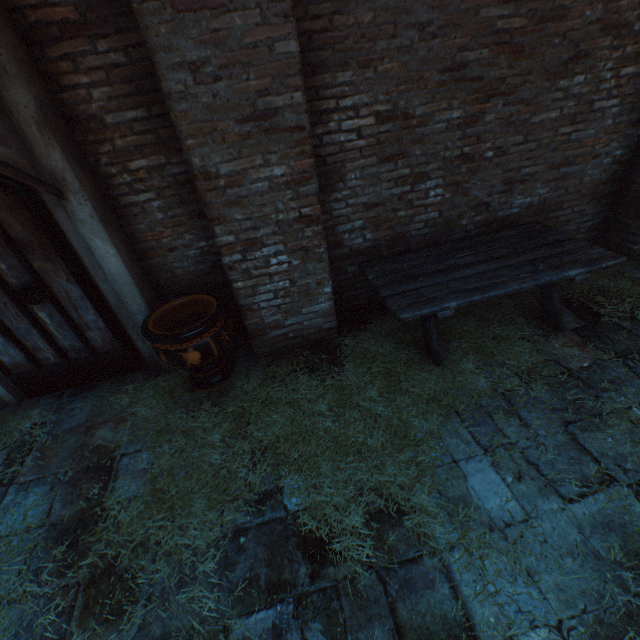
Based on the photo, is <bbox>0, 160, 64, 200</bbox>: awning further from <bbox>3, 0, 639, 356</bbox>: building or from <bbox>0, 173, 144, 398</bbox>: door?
<bbox>3, 0, 639, 356</bbox>: building

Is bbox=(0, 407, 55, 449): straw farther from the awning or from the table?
the awning

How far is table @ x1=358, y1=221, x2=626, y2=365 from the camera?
2.9 meters

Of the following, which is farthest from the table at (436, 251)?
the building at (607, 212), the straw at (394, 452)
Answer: the building at (607, 212)

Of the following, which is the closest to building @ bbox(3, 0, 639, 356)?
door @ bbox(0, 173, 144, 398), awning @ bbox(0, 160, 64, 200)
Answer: awning @ bbox(0, 160, 64, 200)

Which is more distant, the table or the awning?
the table

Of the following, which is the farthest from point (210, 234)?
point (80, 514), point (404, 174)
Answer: point (80, 514)

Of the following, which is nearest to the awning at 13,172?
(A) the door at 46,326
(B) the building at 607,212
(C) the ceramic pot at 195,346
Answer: (A) the door at 46,326
